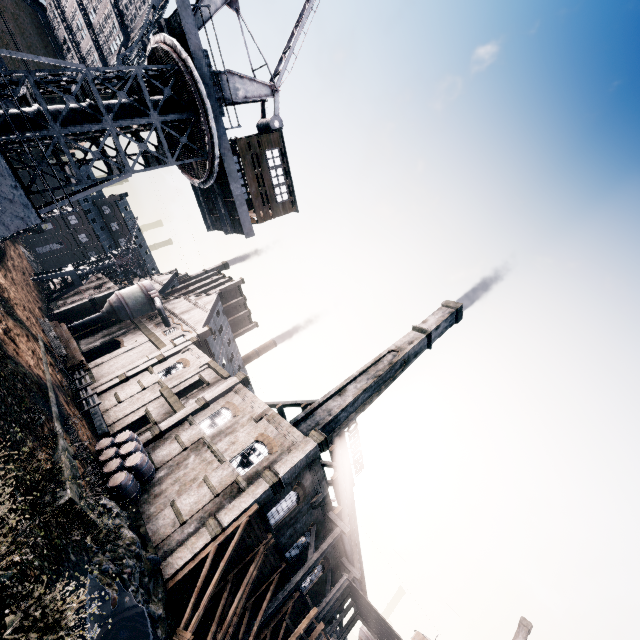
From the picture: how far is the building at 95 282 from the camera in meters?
48.5 m

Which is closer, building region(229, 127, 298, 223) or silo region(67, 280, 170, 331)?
building region(229, 127, 298, 223)

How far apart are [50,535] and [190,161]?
17.48m

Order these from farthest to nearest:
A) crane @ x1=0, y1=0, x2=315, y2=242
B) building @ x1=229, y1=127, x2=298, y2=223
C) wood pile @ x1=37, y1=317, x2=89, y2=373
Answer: wood pile @ x1=37, y1=317, x2=89, y2=373 → building @ x1=229, y1=127, x2=298, y2=223 → crane @ x1=0, y1=0, x2=315, y2=242

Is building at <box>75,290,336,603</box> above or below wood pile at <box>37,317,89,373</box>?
above

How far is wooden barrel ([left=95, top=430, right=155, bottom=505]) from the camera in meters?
22.1

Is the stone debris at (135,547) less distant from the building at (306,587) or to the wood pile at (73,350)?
the building at (306,587)

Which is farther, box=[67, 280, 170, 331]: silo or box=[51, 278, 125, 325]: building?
box=[51, 278, 125, 325]: building
